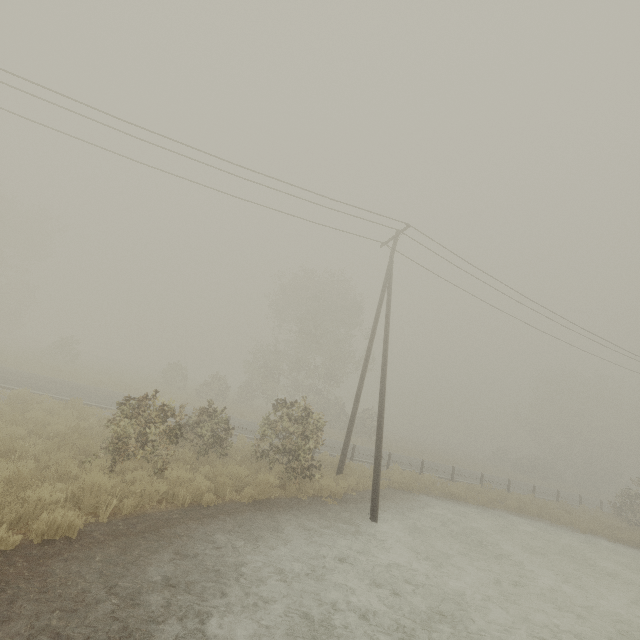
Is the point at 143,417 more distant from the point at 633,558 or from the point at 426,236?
the point at 633,558
